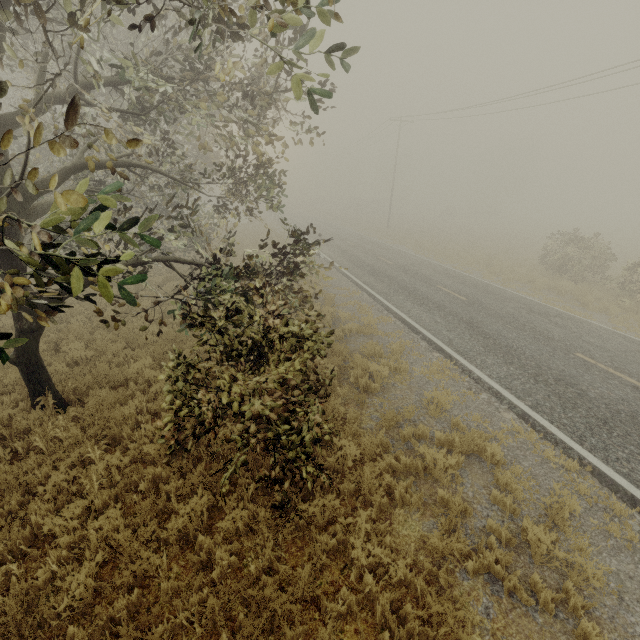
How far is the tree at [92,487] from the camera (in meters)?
4.99

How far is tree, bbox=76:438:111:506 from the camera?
5.0 meters

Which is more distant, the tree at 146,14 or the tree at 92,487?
the tree at 92,487

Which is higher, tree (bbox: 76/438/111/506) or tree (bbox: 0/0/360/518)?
tree (bbox: 0/0/360/518)

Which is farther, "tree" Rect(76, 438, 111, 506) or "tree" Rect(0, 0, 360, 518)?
"tree" Rect(76, 438, 111, 506)

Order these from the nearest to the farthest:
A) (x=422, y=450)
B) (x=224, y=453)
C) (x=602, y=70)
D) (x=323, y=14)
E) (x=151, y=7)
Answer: (x=323, y=14), (x=422, y=450), (x=224, y=453), (x=151, y=7), (x=602, y=70)
